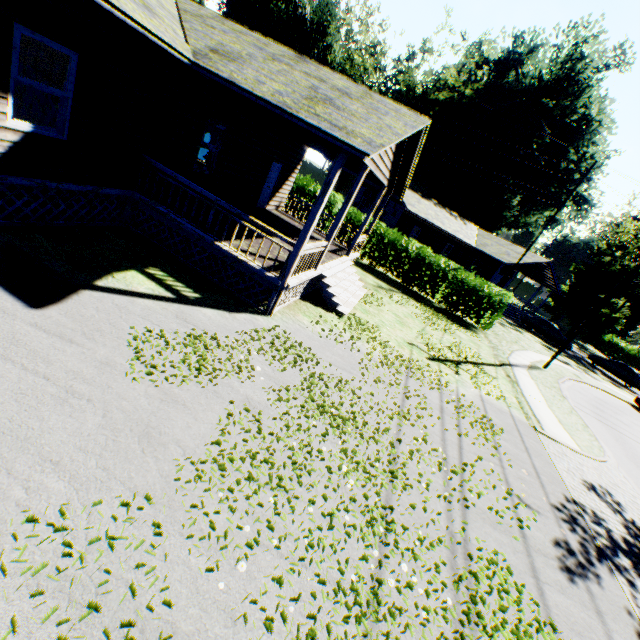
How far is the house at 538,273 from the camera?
32.3m

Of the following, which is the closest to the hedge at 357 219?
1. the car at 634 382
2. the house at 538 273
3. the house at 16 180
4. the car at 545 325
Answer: the house at 16 180

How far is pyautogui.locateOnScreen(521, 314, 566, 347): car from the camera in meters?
30.8 m

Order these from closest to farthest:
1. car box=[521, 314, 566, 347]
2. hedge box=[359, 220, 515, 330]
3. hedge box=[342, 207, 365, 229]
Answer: hedge box=[359, 220, 515, 330]
hedge box=[342, 207, 365, 229]
car box=[521, 314, 566, 347]

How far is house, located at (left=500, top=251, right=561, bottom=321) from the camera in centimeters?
3231cm

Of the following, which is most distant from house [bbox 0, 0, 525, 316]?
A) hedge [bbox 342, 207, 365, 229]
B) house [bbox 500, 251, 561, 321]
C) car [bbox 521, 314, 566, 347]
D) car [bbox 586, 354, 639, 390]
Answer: car [bbox 586, 354, 639, 390]

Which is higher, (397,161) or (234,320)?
(397,161)

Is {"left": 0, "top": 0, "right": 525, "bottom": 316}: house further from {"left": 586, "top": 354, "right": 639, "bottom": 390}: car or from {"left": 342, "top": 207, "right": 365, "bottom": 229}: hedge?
{"left": 586, "top": 354, "right": 639, "bottom": 390}: car
